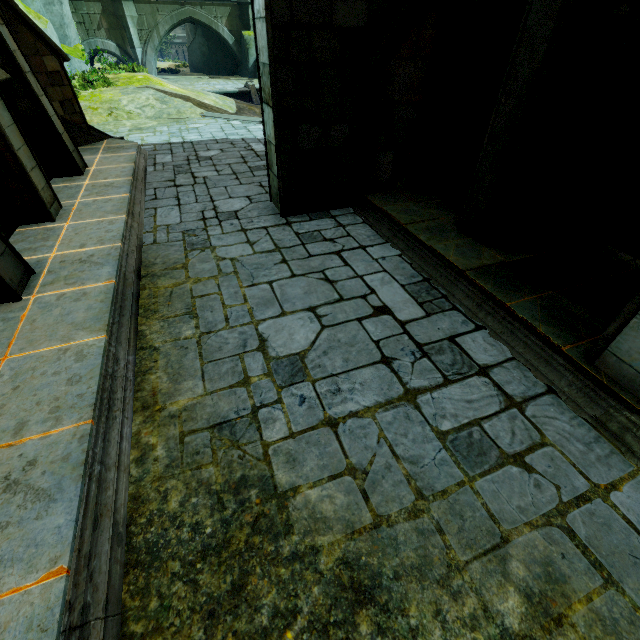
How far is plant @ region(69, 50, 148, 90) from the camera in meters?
15.2 m

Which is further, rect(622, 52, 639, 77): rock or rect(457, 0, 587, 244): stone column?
rect(622, 52, 639, 77): rock

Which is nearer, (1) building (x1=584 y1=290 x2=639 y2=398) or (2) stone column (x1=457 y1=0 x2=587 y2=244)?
(1) building (x1=584 y1=290 x2=639 y2=398)

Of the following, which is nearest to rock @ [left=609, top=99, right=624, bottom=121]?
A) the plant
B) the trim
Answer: the trim

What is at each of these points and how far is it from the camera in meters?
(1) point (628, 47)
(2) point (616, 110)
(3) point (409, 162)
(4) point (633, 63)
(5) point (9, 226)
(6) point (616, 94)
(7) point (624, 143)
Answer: (1) rock, 5.5
(2) rock, 6.5
(3) building, 6.7
(4) rock, 5.4
(5) wall trim, 5.3
(6) rock, 6.0
(7) rock, 6.5

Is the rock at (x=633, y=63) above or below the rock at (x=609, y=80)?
above

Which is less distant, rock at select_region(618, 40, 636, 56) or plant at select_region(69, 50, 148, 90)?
rock at select_region(618, 40, 636, 56)

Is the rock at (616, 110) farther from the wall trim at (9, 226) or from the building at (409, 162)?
the wall trim at (9, 226)
